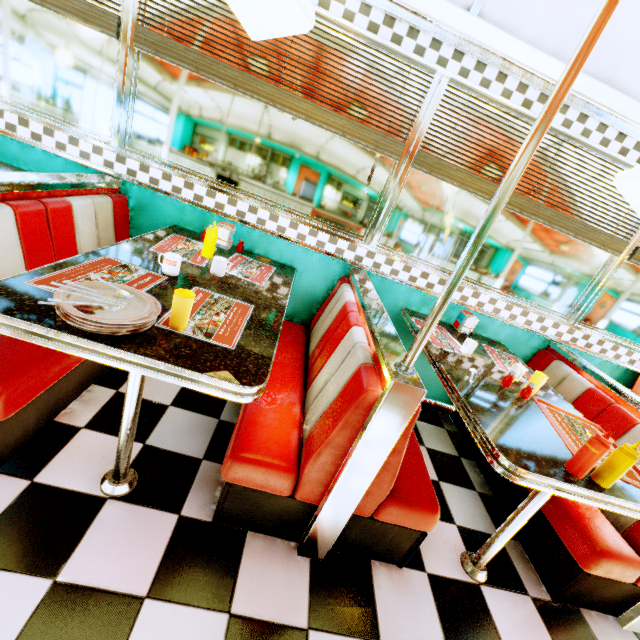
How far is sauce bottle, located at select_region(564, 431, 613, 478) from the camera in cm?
131

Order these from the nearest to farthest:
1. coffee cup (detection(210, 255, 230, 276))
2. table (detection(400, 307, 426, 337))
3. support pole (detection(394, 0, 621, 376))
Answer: support pole (detection(394, 0, 621, 376))
coffee cup (detection(210, 255, 230, 276))
table (detection(400, 307, 426, 337))

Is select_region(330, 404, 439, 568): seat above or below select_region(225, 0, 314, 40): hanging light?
below

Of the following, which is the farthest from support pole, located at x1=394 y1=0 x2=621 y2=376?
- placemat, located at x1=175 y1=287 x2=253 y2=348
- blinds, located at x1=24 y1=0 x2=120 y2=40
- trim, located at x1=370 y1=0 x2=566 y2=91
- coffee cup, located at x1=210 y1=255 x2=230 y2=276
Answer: blinds, located at x1=24 y1=0 x2=120 y2=40

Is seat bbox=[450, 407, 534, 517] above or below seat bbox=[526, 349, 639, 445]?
below

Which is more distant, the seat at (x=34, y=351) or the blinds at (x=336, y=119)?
the blinds at (x=336, y=119)

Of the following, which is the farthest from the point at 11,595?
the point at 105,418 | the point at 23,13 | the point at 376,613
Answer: the point at 23,13

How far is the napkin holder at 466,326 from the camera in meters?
2.7
